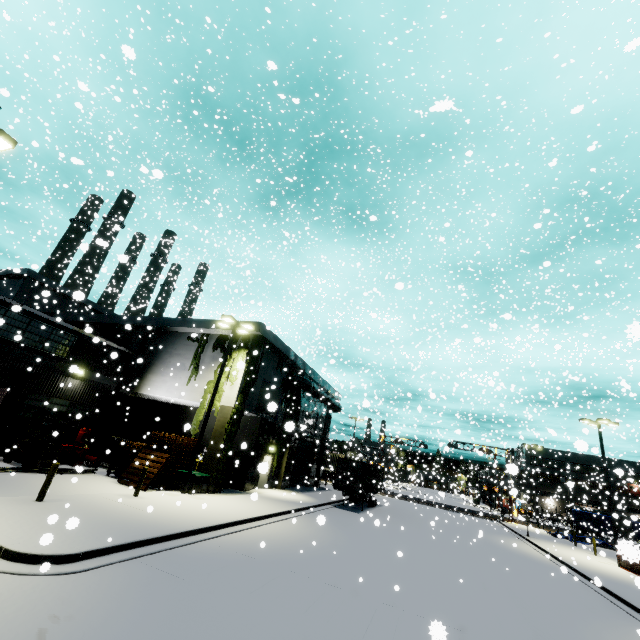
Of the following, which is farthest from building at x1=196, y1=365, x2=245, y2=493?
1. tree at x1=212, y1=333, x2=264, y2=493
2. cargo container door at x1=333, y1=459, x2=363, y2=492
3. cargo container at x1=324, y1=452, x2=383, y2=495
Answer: cargo container door at x1=333, y1=459, x2=363, y2=492

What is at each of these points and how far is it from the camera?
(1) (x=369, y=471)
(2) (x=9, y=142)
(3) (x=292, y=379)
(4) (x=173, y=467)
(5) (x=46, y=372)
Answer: (1) cargo container, 27.91m
(2) light, 9.33m
(3) pipe, 28.05m
(4) pallet, 17.91m
(5) building, 18.84m

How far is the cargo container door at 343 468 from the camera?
25.16m

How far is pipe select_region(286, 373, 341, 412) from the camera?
28.1 meters

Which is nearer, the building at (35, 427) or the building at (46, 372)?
the building at (46, 372)

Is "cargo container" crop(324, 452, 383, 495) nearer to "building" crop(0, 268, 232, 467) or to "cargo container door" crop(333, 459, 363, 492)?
"cargo container door" crop(333, 459, 363, 492)

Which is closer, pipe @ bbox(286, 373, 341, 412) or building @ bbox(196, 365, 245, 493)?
building @ bbox(196, 365, 245, 493)

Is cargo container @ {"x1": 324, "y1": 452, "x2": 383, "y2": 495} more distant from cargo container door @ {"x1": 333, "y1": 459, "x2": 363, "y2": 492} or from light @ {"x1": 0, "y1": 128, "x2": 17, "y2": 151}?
light @ {"x1": 0, "y1": 128, "x2": 17, "y2": 151}
